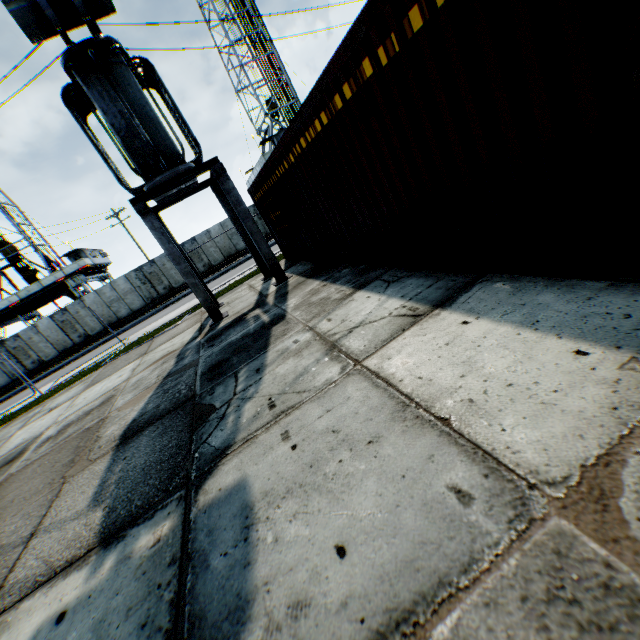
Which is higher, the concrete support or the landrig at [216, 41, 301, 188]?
the landrig at [216, 41, 301, 188]

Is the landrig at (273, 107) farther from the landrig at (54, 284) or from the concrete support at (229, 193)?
the concrete support at (229, 193)

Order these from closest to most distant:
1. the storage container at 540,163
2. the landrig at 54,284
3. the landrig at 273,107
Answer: the storage container at 540,163, the landrig at 54,284, the landrig at 273,107

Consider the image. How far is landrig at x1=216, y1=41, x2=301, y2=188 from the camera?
31.83m

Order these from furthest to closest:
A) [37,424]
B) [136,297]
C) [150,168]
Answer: [136,297] → [37,424] → [150,168]

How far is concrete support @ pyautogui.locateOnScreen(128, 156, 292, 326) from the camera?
8.0m

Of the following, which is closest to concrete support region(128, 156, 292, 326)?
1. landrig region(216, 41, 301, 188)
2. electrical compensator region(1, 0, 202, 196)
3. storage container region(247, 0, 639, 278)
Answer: electrical compensator region(1, 0, 202, 196)

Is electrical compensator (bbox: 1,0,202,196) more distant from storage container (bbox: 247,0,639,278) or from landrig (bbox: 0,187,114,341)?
landrig (bbox: 0,187,114,341)
